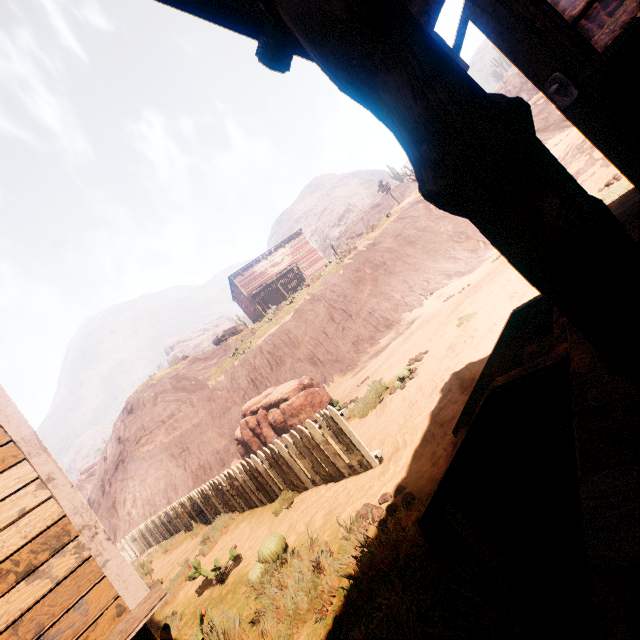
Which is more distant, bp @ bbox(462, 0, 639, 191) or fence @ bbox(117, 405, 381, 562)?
fence @ bbox(117, 405, 381, 562)

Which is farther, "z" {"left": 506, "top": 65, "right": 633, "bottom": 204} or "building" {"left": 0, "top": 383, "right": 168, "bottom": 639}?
"z" {"left": 506, "top": 65, "right": 633, "bottom": 204}

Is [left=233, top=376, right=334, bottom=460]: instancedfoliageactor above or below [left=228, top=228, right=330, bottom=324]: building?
below

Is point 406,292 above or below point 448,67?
below

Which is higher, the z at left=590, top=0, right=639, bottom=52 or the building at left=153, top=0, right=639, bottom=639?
the z at left=590, top=0, right=639, bottom=52

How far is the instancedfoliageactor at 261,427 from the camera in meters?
10.3 m

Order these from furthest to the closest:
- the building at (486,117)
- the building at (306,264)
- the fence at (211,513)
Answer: the building at (306,264) → the fence at (211,513) → the building at (486,117)

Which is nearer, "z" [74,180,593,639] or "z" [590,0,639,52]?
"z" [74,180,593,639]
